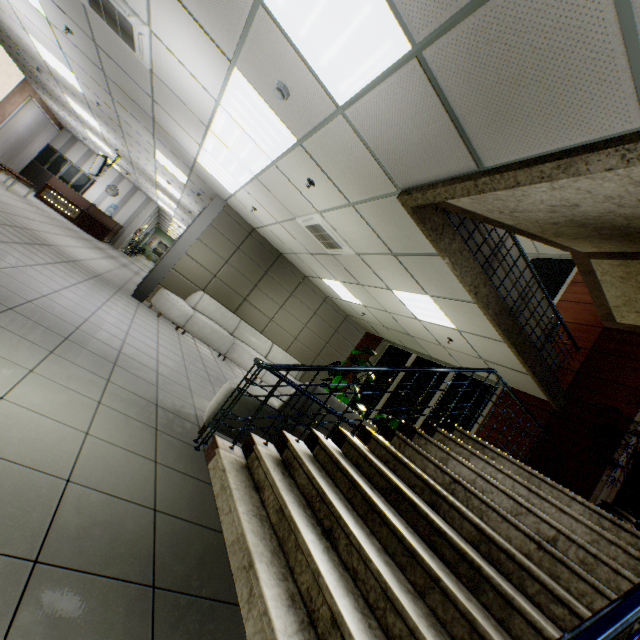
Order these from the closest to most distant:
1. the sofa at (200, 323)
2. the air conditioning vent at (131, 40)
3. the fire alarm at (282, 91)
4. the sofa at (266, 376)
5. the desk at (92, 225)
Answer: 1. the fire alarm at (282, 91)
2. the air conditioning vent at (131, 40)
3. the sofa at (200, 323)
4. the sofa at (266, 376)
5. the desk at (92, 225)

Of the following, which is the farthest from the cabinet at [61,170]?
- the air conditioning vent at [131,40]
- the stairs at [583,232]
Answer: the stairs at [583,232]

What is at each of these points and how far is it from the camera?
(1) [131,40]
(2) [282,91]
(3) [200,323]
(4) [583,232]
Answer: (1) air conditioning vent, 4.2 meters
(2) fire alarm, 3.2 meters
(3) sofa, 7.7 meters
(4) stairs, 3.8 meters

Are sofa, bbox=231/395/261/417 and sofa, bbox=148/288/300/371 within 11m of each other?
yes

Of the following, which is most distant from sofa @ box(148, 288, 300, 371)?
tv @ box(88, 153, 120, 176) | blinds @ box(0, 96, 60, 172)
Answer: blinds @ box(0, 96, 60, 172)

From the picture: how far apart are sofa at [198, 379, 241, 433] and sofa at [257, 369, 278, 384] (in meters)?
3.99

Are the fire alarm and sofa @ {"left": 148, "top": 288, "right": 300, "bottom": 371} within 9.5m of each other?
yes
